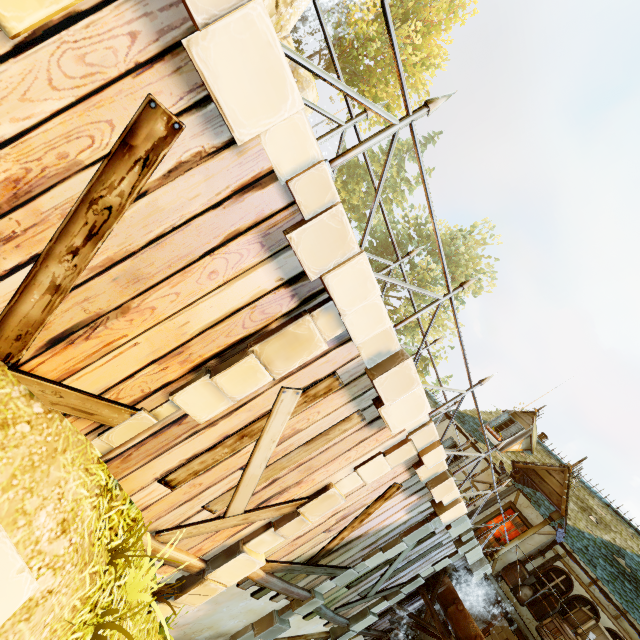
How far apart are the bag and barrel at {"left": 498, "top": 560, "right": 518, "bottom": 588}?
0.09m

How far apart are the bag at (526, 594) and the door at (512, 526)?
1.25m

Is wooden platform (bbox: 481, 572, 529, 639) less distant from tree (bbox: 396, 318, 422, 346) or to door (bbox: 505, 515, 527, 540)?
door (bbox: 505, 515, 527, 540)

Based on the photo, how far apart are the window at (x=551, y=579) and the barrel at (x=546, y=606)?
0.2m

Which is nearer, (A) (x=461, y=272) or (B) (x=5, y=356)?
(B) (x=5, y=356)

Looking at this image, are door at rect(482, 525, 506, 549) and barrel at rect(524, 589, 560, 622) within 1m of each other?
no

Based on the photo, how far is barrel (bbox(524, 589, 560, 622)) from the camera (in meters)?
9.89

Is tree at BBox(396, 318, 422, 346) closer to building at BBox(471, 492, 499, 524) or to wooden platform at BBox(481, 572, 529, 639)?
building at BBox(471, 492, 499, 524)
